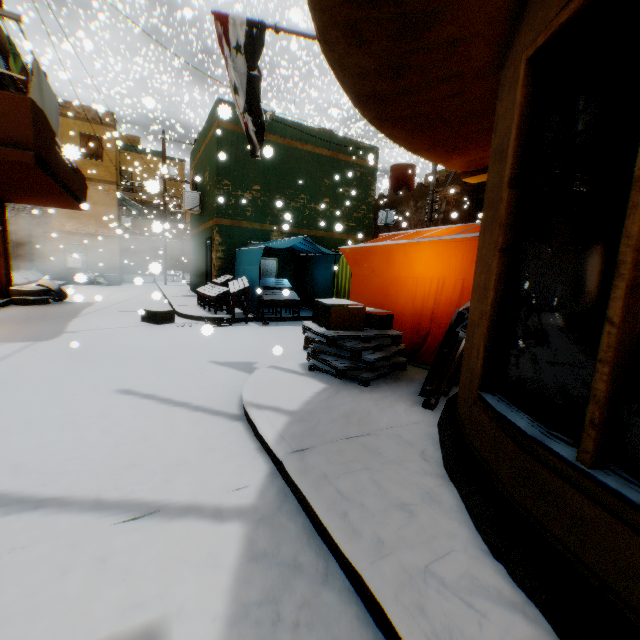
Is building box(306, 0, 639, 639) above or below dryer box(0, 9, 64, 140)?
below

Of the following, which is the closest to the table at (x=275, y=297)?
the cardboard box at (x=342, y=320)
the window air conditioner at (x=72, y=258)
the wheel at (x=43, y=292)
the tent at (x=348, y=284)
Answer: the tent at (x=348, y=284)

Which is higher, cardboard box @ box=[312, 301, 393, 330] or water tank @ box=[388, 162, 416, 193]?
water tank @ box=[388, 162, 416, 193]

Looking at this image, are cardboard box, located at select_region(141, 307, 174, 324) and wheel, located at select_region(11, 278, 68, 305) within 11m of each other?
yes

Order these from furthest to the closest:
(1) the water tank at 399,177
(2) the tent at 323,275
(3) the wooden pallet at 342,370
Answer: (1) the water tank at 399,177 → (2) the tent at 323,275 → (3) the wooden pallet at 342,370

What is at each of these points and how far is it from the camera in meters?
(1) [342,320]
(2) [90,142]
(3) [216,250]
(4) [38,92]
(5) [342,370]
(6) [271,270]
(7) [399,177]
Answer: (1) cardboard box, 4.5 m
(2) building, 21.6 m
(3) building, 11.6 m
(4) dryer, 7.5 m
(5) wooden pallet, 4.2 m
(6) building, 11.9 m
(7) water tank, 20.0 m

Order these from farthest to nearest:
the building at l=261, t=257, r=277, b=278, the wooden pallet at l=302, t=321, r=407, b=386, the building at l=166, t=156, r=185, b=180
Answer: the building at l=166, t=156, r=185, b=180 < the building at l=261, t=257, r=277, b=278 < the wooden pallet at l=302, t=321, r=407, b=386

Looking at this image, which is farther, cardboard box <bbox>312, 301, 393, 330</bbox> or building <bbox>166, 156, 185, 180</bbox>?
building <bbox>166, 156, 185, 180</bbox>
